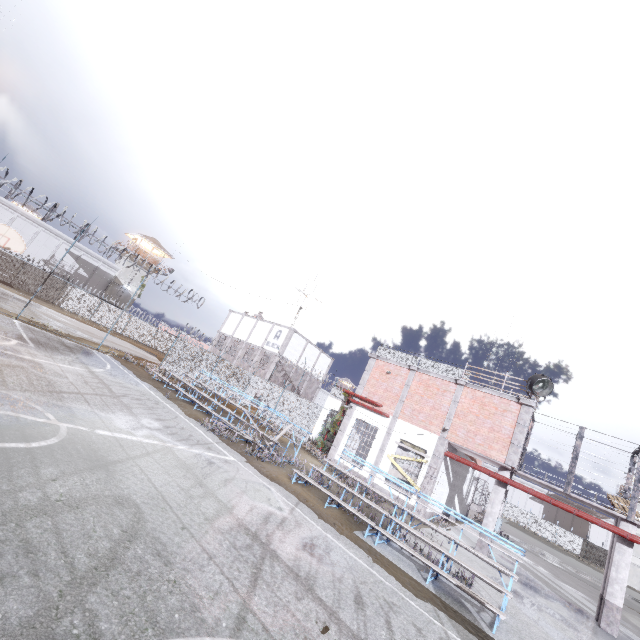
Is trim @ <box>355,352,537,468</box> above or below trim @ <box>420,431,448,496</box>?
above

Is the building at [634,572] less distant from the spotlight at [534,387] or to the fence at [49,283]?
the fence at [49,283]

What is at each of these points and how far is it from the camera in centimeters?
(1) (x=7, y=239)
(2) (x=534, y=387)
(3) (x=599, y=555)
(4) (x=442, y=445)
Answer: (1) basketball hoop, 1440cm
(2) spotlight, 1564cm
(3) fence, 5156cm
(4) trim, 1662cm

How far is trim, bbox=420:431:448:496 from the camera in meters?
16.1 m

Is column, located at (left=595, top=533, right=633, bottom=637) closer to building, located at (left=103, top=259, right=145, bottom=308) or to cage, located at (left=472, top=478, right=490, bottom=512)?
cage, located at (left=472, top=478, right=490, bottom=512)

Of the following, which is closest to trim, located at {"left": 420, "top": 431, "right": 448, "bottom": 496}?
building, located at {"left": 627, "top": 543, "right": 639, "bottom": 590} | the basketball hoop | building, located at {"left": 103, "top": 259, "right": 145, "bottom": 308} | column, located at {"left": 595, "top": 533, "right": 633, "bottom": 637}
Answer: column, located at {"left": 595, "top": 533, "right": 633, "bottom": 637}

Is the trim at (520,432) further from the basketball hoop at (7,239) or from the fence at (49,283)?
the basketball hoop at (7,239)
